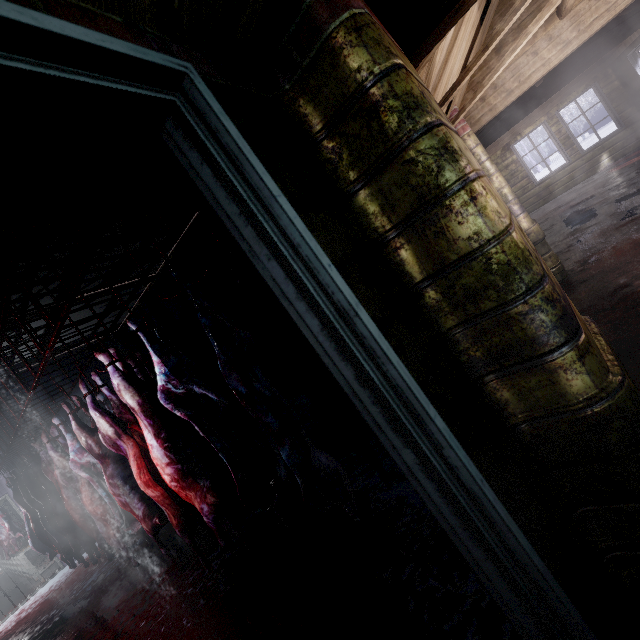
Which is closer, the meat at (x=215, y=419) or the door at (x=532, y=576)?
the door at (x=532, y=576)

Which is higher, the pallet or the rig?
the pallet

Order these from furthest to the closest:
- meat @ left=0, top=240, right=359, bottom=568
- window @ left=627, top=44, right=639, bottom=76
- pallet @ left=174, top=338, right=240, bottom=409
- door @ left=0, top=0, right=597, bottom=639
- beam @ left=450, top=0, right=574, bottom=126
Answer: pallet @ left=174, top=338, right=240, bottom=409 → window @ left=627, top=44, right=639, bottom=76 → beam @ left=450, top=0, right=574, bottom=126 → meat @ left=0, top=240, right=359, bottom=568 → door @ left=0, top=0, right=597, bottom=639

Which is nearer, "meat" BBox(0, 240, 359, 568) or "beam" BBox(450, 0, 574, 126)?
"meat" BBox(0, 240, 359, 568)

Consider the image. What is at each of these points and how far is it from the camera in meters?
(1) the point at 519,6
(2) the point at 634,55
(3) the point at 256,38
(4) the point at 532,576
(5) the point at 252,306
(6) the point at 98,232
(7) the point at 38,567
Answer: (1) beam, 2.2 m
(2) window, 6.6 m
(3) beam, 0.9 m
(4) door, 0.7 m
(5) meat, 2.2 m
(6) rig, 1.6 m
(7) table, 7.6 m

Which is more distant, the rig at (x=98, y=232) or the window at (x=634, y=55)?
the window at (x=634, y=55)

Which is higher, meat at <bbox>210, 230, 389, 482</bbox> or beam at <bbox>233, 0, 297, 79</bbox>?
beam at <bbox>233, 0, 297, 79</bbox>

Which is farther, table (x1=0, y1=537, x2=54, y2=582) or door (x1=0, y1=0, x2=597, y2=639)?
table (x1=0, y1=537, x2=54, y2=582)
